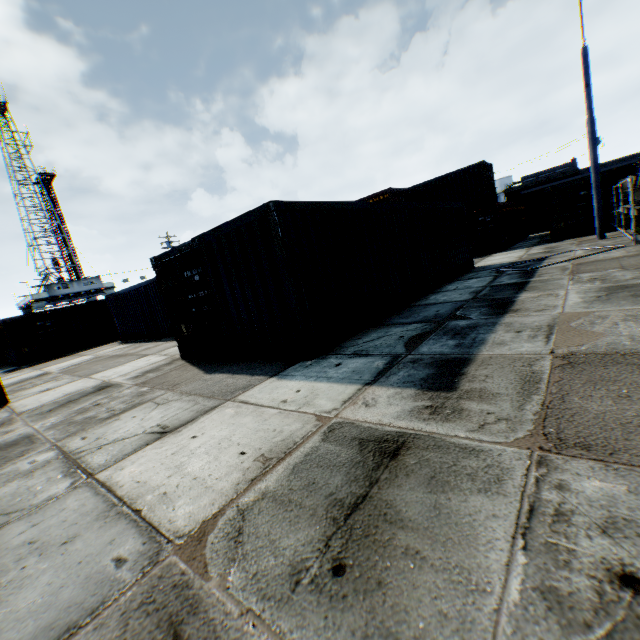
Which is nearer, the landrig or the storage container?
the storage container

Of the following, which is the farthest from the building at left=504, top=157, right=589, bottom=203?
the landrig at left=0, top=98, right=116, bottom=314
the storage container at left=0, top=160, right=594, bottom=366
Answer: the landrig at left=0, top=98, right=116, bottom=314

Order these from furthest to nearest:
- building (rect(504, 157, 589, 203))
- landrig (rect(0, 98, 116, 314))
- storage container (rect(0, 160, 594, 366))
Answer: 1. building (rect(504, 157, 589, 203))
2. landrig (rect(0, 98, 116, 314))
3. storage container (rect(0, 160, 594, 366))

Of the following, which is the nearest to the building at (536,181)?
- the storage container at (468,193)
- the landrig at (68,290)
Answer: the storage container at (468,193)

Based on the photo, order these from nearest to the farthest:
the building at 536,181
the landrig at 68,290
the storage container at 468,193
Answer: the storage container at 468,193 → the landrig at 68,290 → the building at 536,181

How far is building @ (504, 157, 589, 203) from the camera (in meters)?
48.91

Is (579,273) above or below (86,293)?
below

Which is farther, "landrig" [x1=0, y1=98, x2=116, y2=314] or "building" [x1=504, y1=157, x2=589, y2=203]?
"building" [x1=504, y1=157, x2=589, y2=203]
